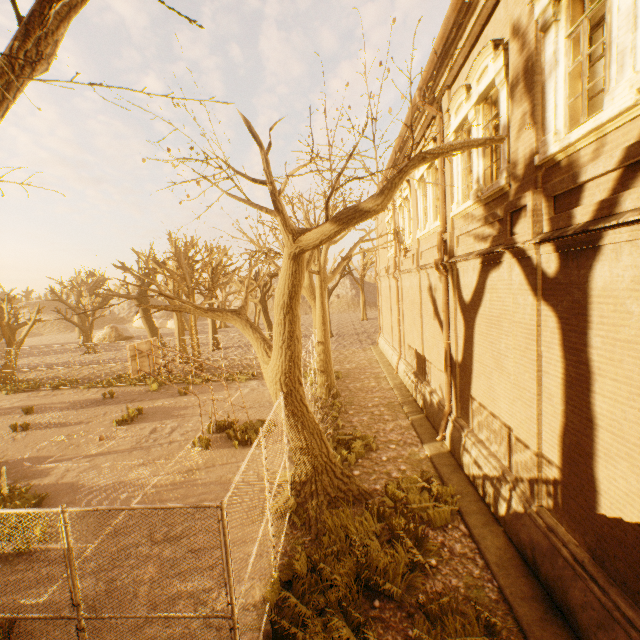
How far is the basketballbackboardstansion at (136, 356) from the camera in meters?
11.4 m

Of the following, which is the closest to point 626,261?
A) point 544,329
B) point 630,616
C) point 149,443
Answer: point 544,329

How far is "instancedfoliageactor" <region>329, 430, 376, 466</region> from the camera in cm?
995

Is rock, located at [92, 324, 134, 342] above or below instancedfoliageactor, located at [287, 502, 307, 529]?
above

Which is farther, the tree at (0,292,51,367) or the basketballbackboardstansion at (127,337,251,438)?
the tree at (0,292,51,367)

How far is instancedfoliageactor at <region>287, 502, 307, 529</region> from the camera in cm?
739

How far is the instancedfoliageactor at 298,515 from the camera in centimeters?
739cm

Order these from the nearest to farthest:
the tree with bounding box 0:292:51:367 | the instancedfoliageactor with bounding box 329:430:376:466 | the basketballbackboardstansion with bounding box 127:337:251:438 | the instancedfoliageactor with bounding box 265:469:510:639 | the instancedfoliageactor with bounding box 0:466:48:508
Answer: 1. the instancedfoliageactor with bounding box 265:469:510:639
2. the instancedfoliageactor with bounding box 0:466:48:508
3. the instancedfoliageactor with bounding box 329:430:376:466
4. the basketballbackboardstansion with bounding box 127:337:251:438
5. the tree with bounding box 0:292:51:367
